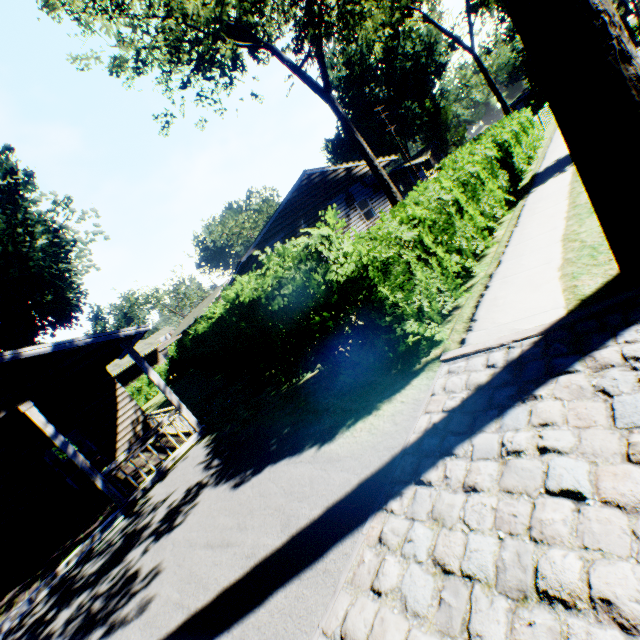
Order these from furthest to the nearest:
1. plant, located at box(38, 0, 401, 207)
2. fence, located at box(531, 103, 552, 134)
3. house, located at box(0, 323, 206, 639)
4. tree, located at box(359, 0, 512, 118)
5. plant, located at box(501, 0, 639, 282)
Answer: tree, located at box(359, 0, 512, 118), fence, located at box(531, 103, 552, 134), plant, located at box(38, 0, 401, 207), house, located at box(0, 323, 206, 639), plant, located at box(501, 0, 639, 282)

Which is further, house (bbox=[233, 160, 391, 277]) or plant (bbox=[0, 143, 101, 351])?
house (bbox=[233, 160, 391, 277])

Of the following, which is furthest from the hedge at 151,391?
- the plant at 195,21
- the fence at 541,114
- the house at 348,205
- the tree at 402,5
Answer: the tree at 402,5

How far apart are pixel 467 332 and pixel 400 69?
72.4 meters

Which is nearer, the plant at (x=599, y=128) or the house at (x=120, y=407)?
the plant at (x=599, y=128)

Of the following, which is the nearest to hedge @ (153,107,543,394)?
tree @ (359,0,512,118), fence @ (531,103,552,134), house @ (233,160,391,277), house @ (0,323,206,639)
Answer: fence @ (531,103,552,134)

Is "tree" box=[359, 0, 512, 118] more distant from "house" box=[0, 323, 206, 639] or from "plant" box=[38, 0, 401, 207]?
"house" box=[0, 323, 206, 639]

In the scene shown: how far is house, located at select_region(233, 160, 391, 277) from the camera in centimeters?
1891cm
